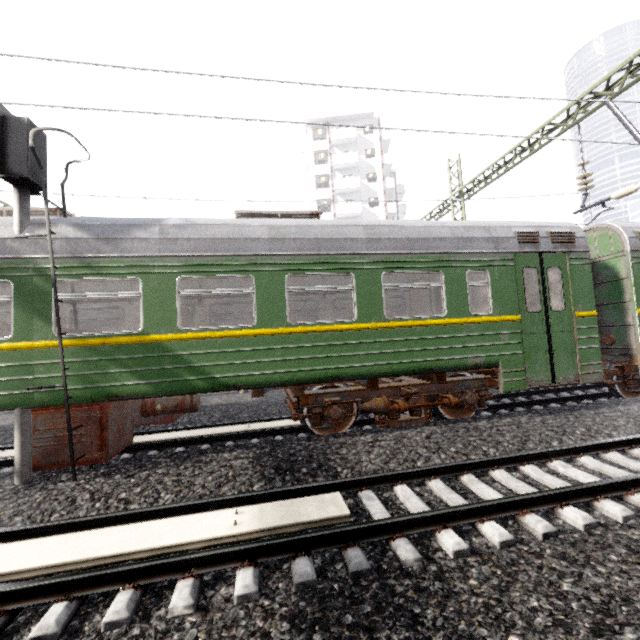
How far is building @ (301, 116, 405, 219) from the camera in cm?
3734

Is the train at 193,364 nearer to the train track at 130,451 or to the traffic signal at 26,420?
the traffic signal at 26,420

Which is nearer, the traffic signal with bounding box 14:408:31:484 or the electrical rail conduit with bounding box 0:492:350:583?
the electrical rail conduit with bounding box 0:492:350:583

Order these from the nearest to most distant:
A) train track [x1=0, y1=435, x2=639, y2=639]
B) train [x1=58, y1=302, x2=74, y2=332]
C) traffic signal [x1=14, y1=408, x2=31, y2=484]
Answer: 1. train track [x1=0, y1=435, x2=639, y2=639]
2. traffic signal [x1=14, y1=408, x2=31, y2=484]
3. train [x1=58, y1=302, x2=74, y2=332]

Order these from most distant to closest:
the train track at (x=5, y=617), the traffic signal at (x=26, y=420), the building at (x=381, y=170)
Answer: the building at (x=381, y=170) → the traffic signal at (x=26, y=420) → the train track at (x=5, y=617)

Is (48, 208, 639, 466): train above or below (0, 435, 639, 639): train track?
above

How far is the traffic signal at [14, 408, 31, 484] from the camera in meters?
4.9

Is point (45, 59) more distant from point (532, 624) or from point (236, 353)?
point (532, 624)
